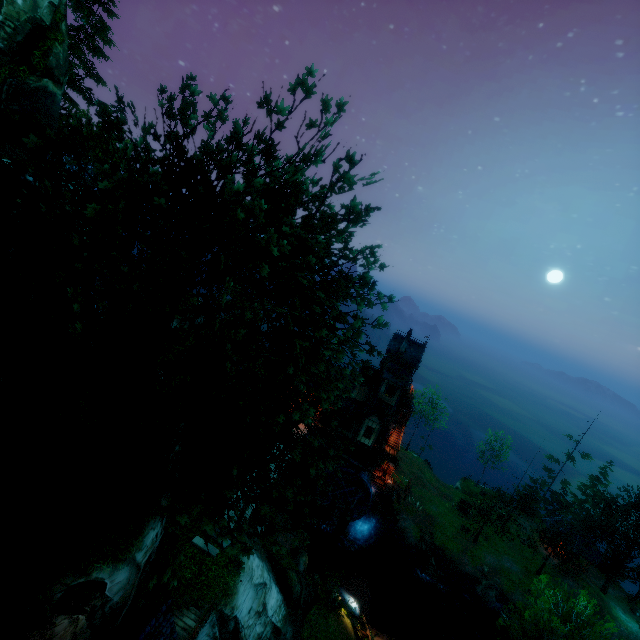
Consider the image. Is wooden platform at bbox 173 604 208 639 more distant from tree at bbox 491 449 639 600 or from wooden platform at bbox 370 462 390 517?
wooden platform at bbox 370 462 390 517

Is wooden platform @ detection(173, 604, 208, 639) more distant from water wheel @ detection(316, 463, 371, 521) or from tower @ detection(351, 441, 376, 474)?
tower @ detection(351, 441, 376, 474)

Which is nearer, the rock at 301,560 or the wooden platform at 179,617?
the wooden platform at 179,617

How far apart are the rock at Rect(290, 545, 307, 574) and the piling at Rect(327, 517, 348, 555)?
9.1 meters

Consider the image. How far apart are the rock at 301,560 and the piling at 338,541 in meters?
9.1

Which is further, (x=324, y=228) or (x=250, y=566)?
(x=250, y=566)

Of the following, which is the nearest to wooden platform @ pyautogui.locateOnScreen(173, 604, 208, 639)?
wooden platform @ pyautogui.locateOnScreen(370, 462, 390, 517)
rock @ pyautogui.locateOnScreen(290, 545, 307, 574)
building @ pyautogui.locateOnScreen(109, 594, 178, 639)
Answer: building @ pyautogui.locateOnScreen(109, 594, 178, 639)

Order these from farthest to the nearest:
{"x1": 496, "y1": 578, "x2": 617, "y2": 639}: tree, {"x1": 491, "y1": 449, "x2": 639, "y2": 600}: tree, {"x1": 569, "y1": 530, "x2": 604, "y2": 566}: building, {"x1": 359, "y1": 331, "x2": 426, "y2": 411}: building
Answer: {"x1": 569, "y1": 530, "x2": 604, "y2": 566}: building → {"x1": 491, "y1": 449, "x2": 639, "y2": 600}: tree → {"x1": 359, "y1": 331, "x2": 426, "y2": 411}: building → {"x1": 496, "y1": 578, "x2": 617, "y2": 639}: tree
